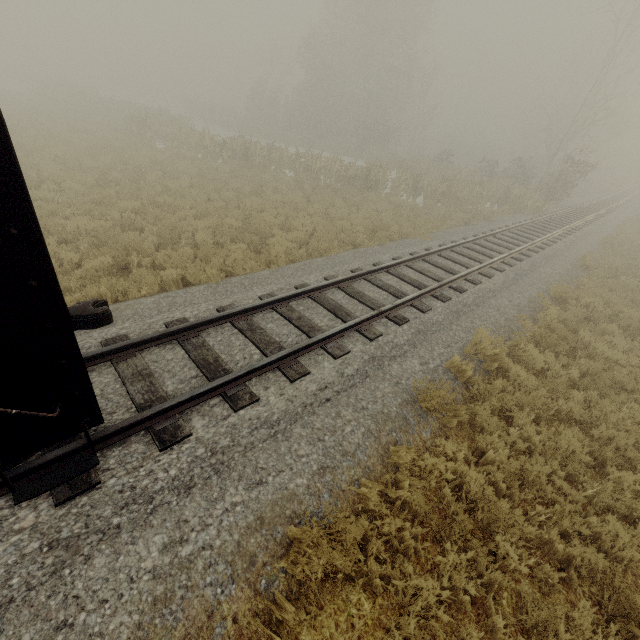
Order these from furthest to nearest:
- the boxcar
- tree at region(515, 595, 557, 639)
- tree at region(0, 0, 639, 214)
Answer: tree at region(0, 0, 639, 214), tree at region(515, 595, 557, 639), the boxcar

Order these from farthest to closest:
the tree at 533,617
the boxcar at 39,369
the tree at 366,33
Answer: the tree at 366,33
the tree at 533,617
the boxcar at 39,369

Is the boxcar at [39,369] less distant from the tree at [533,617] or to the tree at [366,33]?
the tree at [533,617]

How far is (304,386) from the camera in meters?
5.2

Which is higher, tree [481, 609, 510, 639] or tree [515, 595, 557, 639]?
tree [515, 595, 557, 639]

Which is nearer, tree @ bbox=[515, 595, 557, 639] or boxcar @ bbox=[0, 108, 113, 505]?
boxcar @ bbox=[0, 108, 113, 505]

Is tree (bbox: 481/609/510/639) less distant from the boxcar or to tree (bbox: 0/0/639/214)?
the boxcar
